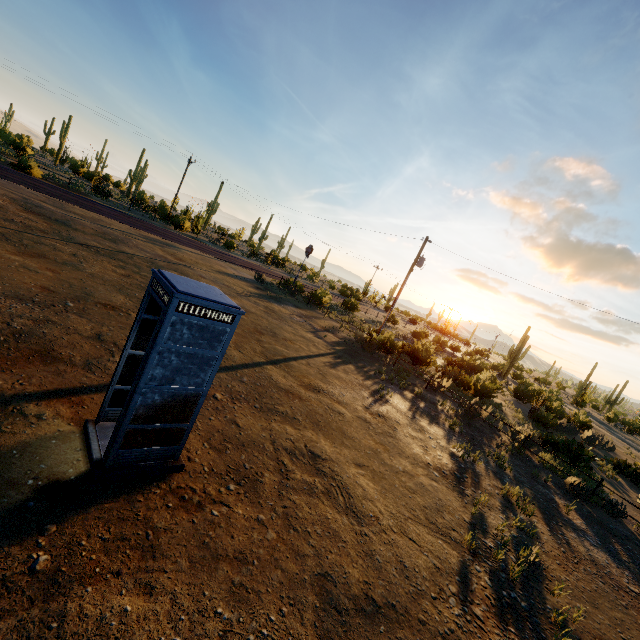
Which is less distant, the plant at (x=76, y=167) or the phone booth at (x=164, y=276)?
the phone booth at (x=164, y=276)

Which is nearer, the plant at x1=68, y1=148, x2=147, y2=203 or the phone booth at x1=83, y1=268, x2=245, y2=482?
the phone booth at x1=83, y1=268, x2=245, y2=482

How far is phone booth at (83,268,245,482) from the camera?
4.1 meters

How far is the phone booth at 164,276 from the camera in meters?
4.1 m

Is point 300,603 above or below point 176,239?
below

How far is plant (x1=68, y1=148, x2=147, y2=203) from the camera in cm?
3434
